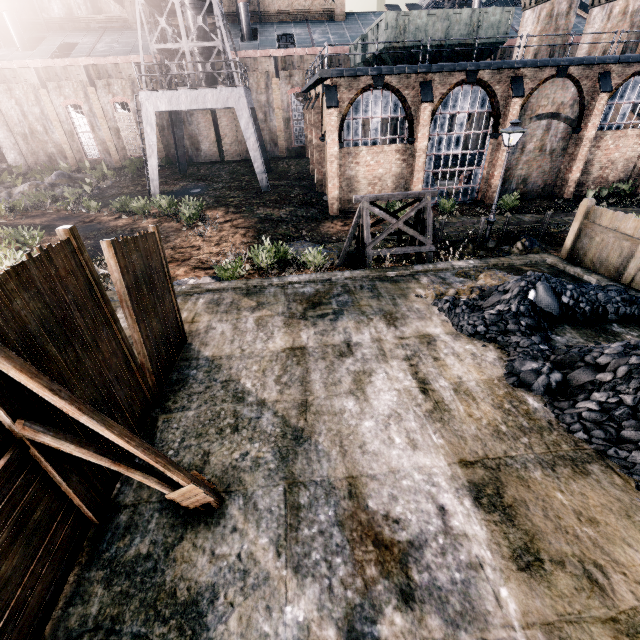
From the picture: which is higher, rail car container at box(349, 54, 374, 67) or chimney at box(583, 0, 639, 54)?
chimney at box(583, 0, 639, 54)

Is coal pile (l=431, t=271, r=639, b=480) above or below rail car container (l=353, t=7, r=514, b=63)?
below

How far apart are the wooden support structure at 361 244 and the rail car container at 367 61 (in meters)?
19.68

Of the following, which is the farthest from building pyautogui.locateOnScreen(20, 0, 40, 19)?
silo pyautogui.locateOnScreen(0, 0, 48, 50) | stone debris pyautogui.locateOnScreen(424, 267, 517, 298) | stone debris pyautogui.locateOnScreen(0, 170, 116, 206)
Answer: stone debris pyautogui.locateOnScreen(424, 267, 517, 298)

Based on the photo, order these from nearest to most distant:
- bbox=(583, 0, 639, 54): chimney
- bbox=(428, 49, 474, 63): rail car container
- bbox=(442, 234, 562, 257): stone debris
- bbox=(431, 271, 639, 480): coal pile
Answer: bbox=(431, 271, 639, 480): coal pile, bbox=(442, 234, 562, 257): stone debris, bbox=(428, 49, 474, 63): rail car container, bbox=(583, 0, 639, 54): chimney

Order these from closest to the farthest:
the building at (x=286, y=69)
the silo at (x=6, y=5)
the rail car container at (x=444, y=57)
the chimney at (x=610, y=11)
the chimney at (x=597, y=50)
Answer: the building at (x=286, y=69), the rail car container at (x=444, y=57), the chimney at (x=610, y=11), the chimney at (x=597, y=50), the silo at (x=6, y=5)

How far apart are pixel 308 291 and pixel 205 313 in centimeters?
341cm

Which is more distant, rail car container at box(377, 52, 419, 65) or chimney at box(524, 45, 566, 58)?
chimney at box(524, 45, 566, 58)
